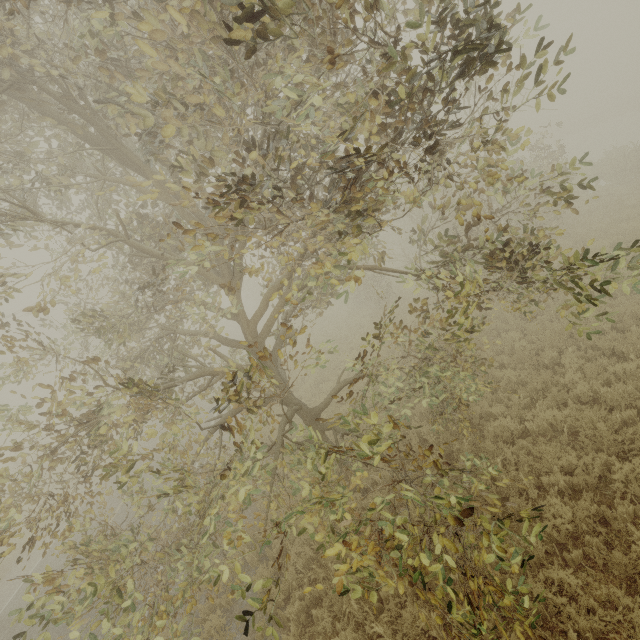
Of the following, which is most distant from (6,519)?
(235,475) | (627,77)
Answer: (627,77)

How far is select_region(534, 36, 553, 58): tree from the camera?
2.8m

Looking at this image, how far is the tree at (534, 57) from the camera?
2.8 meters
